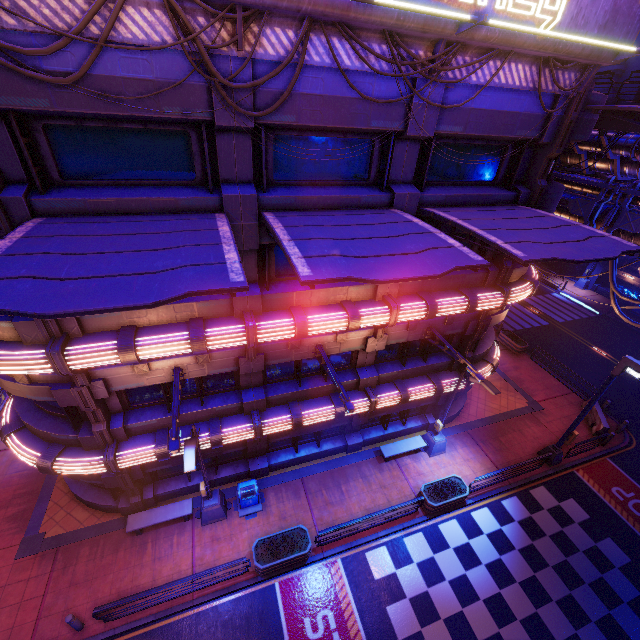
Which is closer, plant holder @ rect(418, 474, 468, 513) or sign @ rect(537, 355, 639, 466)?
sign @ rect(537, 355, 639, 466)

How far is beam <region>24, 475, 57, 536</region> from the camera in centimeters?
1310cm

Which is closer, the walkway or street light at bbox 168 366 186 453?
street light at bbox 168 366 186 453

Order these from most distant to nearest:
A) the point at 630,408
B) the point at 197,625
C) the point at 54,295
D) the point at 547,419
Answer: the point at 630,408 → the point at 547,419 → the point at 197,625 → the point at 54,295

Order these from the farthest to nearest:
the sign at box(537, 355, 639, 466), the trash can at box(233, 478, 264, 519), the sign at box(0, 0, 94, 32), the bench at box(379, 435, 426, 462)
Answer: the bench at box(379, 435, 426, 462) < the trash can at box(233, 478, 264, 519) < the sign at box(537, 355, 639, 466) < the sign at box(0, 0, 94, 32)

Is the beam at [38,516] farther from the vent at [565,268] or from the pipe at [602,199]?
the vent at [565,268]

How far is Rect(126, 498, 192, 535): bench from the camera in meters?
12.9 m

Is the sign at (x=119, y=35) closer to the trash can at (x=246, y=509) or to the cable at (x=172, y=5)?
the cable at (x=172, y=5)
